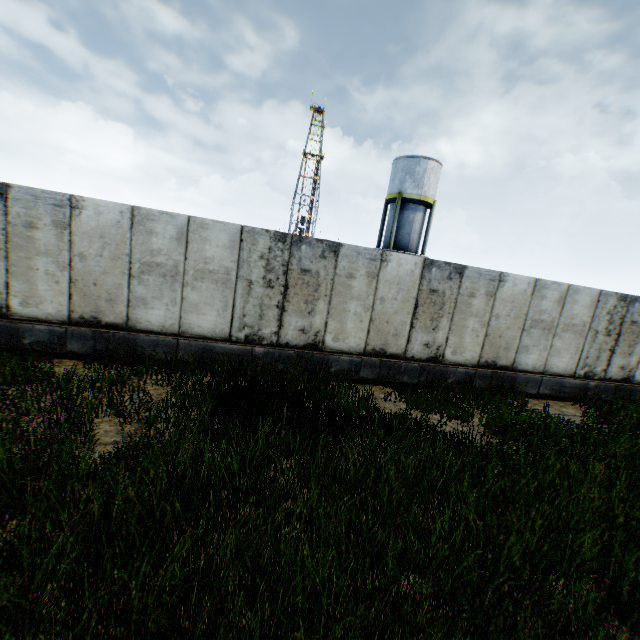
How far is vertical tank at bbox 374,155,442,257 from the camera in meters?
25.8 m

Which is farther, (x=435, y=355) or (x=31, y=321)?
(x=435, y=355)

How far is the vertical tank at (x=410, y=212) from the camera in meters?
25.8
